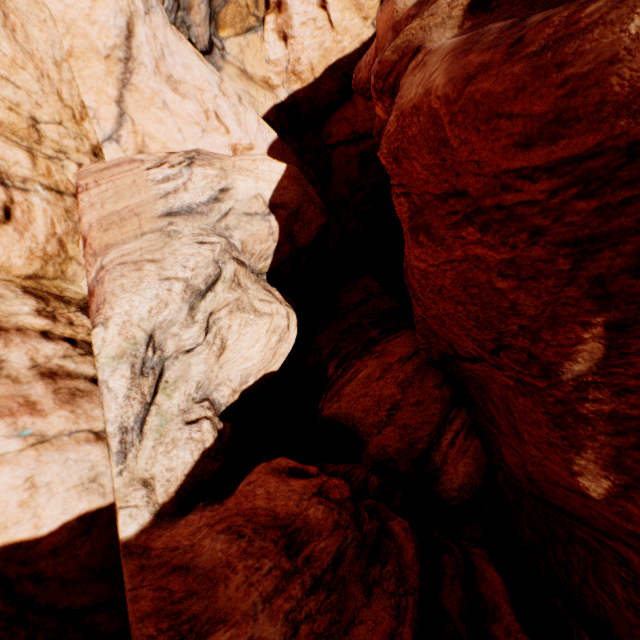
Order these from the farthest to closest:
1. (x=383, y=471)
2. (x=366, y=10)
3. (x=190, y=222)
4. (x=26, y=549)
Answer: (x=366, y=10), (x=383, y=471), (x=190, y=222), (x=26, y=549)
